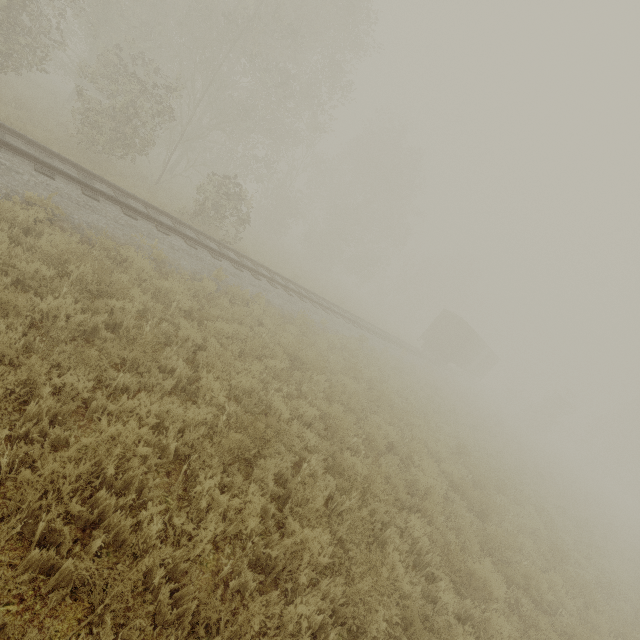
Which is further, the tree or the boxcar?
the tree

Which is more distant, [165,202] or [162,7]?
[162,7]

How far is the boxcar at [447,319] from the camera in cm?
2972

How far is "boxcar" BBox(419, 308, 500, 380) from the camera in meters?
29.7

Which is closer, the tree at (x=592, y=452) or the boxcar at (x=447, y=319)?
the boxcar at (x=447, y=319)
